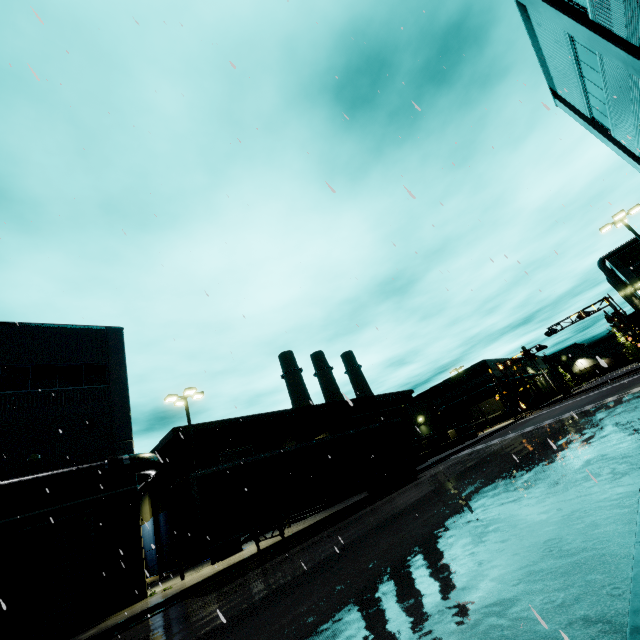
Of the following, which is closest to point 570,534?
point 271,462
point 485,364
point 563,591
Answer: point 563,591

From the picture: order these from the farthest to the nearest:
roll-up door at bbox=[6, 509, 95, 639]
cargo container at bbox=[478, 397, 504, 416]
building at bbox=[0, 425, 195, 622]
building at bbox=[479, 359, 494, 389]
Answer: building at bbox=[479, 359, 494, 389] → cargo container at bbox=[478, 397, 504, 416] → building at bbox=[0, 425, 195, 622] → roll-up door at bbox=[6, 509, 95, 639]

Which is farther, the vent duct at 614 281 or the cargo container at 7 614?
the vent duct at 614 281

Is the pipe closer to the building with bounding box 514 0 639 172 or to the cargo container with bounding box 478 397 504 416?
the building with bounding box 514 0 639 172

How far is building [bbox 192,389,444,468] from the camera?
31.31m

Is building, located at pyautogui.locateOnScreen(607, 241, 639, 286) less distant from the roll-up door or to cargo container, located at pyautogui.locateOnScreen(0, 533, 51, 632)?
the roll-up door

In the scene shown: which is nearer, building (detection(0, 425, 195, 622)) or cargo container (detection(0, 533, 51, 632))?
cargo container (detection(0, 533, 51, 632))

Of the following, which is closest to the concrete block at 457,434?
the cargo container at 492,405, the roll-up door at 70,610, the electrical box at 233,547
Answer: the cargo container at 492,405
